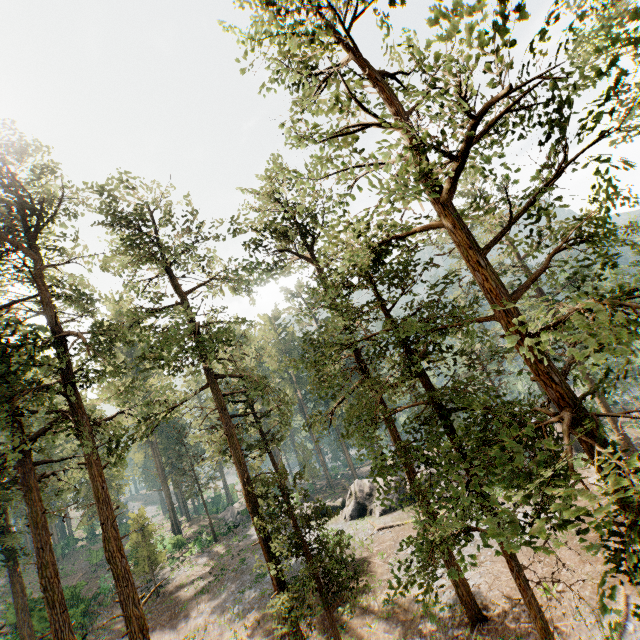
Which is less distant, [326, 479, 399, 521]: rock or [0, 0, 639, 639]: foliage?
[0, 0, 639, 639]: foliage

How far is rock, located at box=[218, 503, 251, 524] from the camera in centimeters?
4262cm

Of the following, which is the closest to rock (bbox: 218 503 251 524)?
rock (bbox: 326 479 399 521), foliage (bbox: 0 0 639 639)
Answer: rock (bbox: 326 479 399 521)

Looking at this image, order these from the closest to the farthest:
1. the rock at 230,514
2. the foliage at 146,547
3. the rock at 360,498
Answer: the foliage at 146,547, the rock at 360,498, the rock at 230,514

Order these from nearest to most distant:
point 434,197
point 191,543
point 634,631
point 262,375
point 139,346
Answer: point 434,197 → point 634,631 → point 262,375 → point 191,543 → point 139,346

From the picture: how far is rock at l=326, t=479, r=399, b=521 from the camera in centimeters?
2939cm

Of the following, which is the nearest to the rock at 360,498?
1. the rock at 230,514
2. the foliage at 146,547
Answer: the rock at 230,514

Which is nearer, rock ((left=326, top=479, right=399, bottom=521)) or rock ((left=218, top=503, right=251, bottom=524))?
rock ((left=326, top=479, right=399, bottom=521))
